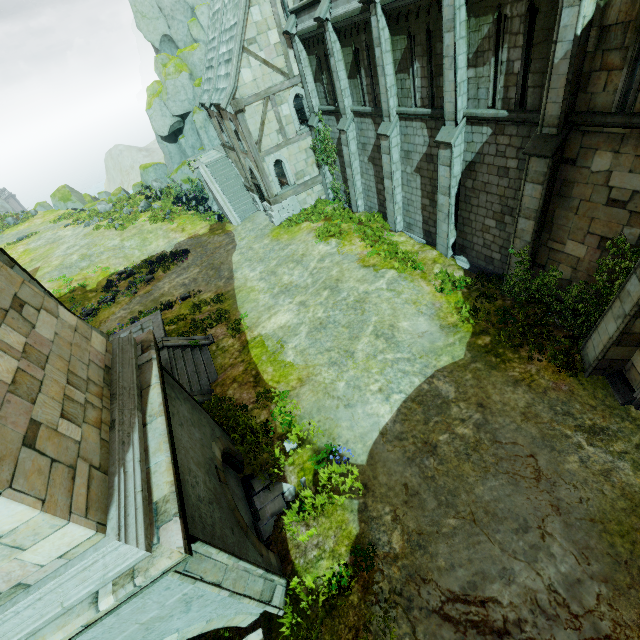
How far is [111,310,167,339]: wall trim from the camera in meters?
15.1 m

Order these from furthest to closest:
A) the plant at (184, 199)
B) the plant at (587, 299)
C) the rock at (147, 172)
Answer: the plant at (184, 199), the rock at (147, 172), the plant at (587, 299)

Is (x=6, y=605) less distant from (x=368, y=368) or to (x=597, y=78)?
(x=368, y=368)

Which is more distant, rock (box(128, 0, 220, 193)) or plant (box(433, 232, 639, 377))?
rock (box(128, 0, 220, 193))

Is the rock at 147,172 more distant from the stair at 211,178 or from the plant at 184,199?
the plant at 184,199

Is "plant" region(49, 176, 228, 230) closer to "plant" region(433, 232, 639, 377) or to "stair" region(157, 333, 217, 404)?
"stair" region(157, 333, 217, 404)

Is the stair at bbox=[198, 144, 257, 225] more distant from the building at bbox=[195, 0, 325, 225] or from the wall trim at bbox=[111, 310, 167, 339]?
the wall trim at bbox=[111, 310, 167, 339]

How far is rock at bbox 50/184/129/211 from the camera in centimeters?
3903cm
